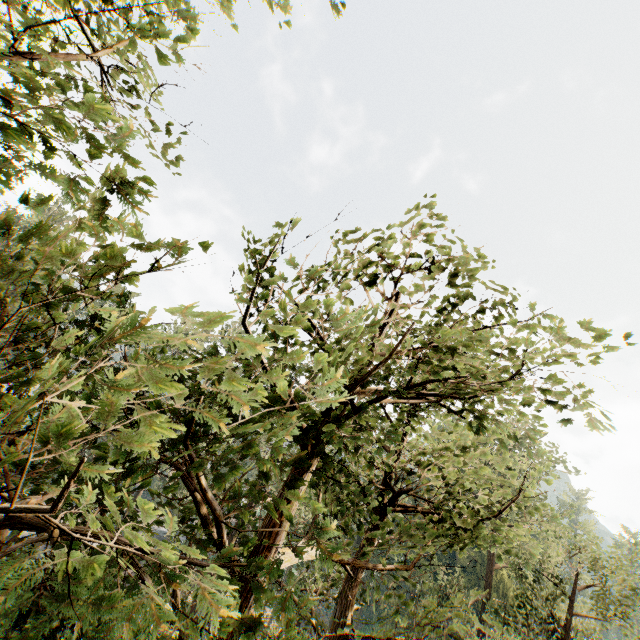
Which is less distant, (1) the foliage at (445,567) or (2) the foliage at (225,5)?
(1) the foliage at (445,567)

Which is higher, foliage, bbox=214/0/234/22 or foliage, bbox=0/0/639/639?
foliage, bbox=214/0/234/22

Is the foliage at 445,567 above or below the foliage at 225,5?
below

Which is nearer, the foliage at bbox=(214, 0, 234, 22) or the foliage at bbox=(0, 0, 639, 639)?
the foliage at bbox=(0, 0, 639, 639)

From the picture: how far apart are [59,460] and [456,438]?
10.0m
